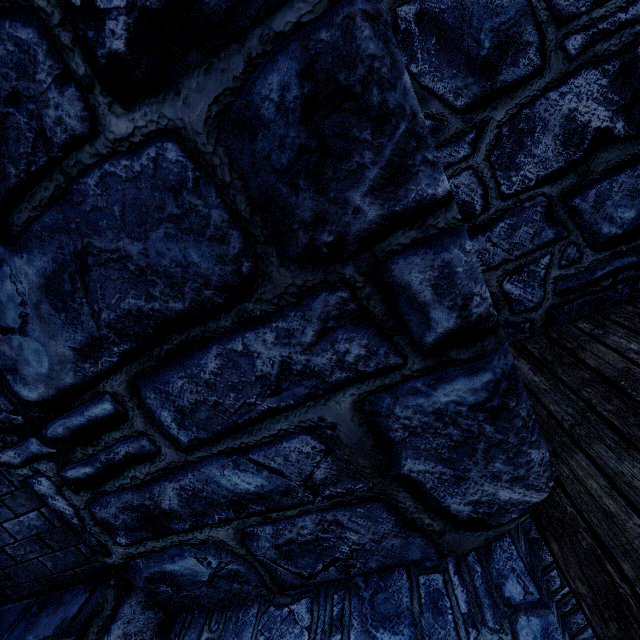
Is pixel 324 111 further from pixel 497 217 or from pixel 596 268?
pixel 596 268
